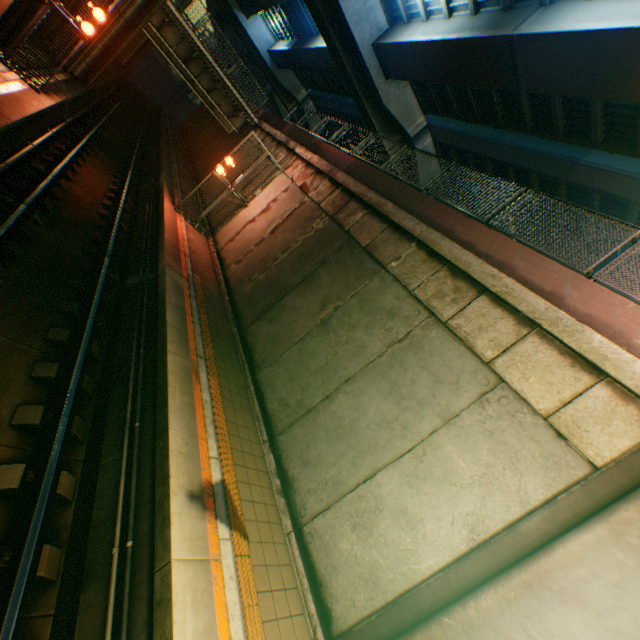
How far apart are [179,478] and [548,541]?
5.12m

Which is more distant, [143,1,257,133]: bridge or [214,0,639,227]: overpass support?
[143,1,257,133]: bridge

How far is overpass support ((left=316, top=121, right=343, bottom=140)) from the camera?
40.8 meters

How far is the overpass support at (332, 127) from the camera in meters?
40.8 m

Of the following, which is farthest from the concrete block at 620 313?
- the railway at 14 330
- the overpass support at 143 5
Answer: → the railway at 14 330

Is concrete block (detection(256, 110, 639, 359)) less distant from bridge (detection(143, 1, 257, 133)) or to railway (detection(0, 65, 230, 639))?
bridge (detection(143, 1, 257, 133))

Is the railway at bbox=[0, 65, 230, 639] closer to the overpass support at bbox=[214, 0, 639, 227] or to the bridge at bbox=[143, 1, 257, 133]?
the overpass support at bbox=[214, 0, 639, 227]
